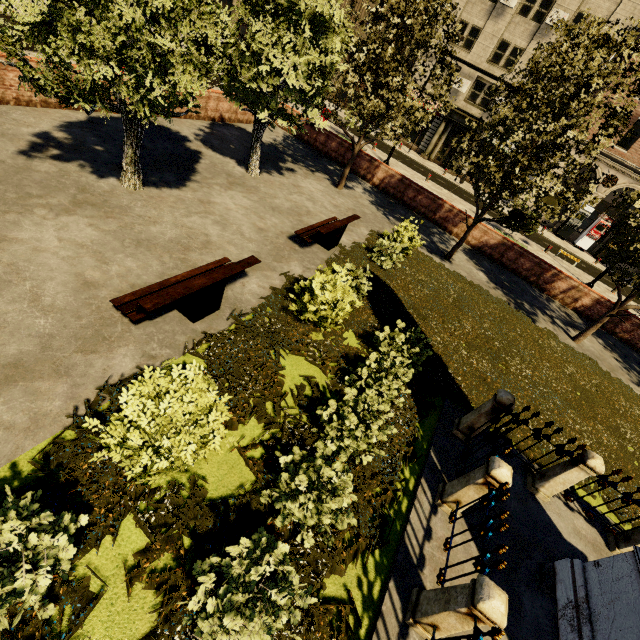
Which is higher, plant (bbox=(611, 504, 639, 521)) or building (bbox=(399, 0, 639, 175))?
building (bbox=(399, 0, 639, 175))

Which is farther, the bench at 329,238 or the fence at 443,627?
the bench at 329,238

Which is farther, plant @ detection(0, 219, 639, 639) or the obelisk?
the obelisk

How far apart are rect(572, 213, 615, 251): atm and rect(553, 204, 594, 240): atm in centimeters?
79cm

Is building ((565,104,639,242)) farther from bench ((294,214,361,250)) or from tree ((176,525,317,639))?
bench ((294,214,361,250))

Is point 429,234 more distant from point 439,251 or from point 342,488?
point 342,488

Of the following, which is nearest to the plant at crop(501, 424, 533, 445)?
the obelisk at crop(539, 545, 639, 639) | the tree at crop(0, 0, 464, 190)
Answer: the tree at crop(0, 0, 464, 190)

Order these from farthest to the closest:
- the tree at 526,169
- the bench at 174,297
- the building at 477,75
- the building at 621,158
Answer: the building at 621,158, the building at 477,75, the tree at 526,169, the bench at 174,297
